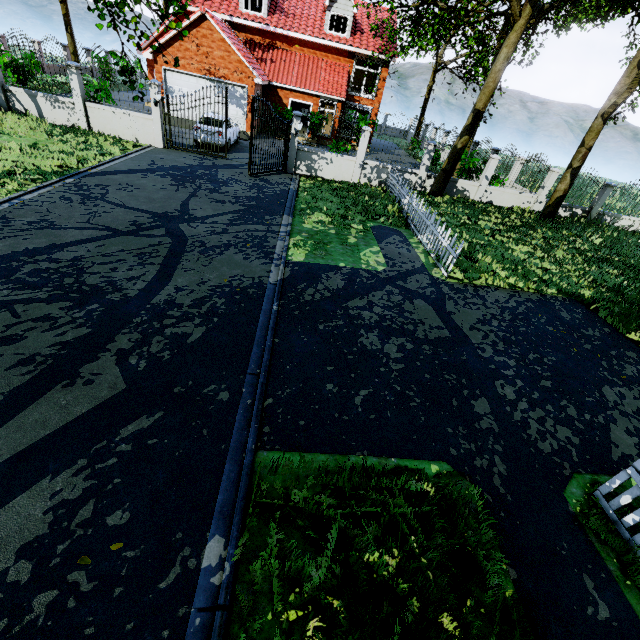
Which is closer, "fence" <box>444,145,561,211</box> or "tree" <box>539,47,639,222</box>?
"tree" <box>539,47,639,222</box>

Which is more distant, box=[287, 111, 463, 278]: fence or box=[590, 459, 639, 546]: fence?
box=[287, 111, 463, 278]: fence

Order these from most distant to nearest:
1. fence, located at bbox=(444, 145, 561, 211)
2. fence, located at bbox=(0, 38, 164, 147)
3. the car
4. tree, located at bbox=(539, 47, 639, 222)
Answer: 1. the car
2. fence, located at bbox=(444, 145, 561, 211)
3. fence, located at bbox=(0, 38, 164, 147)
4. tree, located at bbox=(539, 47, 639, 222)

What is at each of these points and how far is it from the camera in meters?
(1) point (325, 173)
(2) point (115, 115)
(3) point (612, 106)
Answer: (1) fence, 16.2
(2) fence, 14.5
(3) tree, 12.7

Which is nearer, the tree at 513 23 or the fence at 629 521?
the fence at 629 521

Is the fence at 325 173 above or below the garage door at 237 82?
below

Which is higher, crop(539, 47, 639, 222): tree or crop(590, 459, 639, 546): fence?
crop(539, 47, 639, 222): tree

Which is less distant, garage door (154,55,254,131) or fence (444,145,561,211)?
fence (444,145,561,211)
